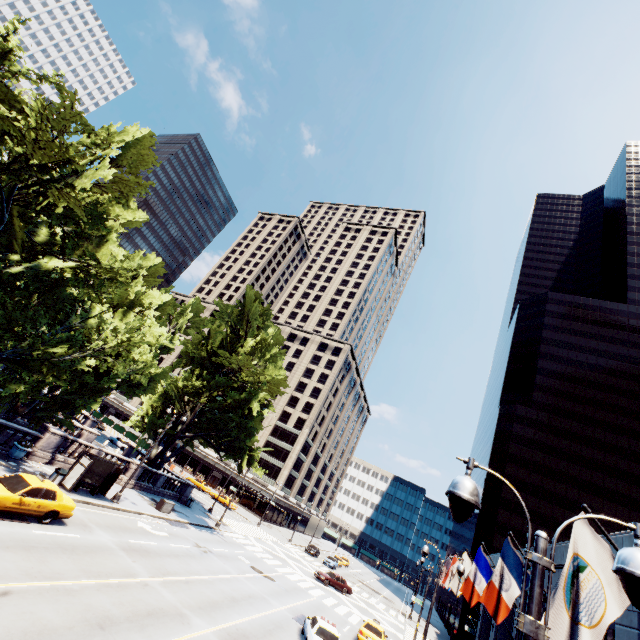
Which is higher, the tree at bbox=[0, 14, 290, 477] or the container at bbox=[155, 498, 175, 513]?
the tree at bbox=[0, 14, 290, 477]

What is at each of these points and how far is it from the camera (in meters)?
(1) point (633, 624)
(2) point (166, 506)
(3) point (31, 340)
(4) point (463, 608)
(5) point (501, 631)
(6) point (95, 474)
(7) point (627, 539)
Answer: (1) building, 9.07
(2) container, 28.45
(3) tree, 19.22
(4) building, 48.72
(5) building, 21.52
(6) bus stop, 22.61
(7) building, 9.94

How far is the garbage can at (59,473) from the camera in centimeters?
1983cm

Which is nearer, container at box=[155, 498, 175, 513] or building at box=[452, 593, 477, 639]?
→ container at box=[155, 498, 175, 513]

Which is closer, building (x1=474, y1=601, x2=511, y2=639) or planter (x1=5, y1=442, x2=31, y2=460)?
planter (x1=5, y1=442, x2=31, y2=460)

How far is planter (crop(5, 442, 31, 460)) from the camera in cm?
2036

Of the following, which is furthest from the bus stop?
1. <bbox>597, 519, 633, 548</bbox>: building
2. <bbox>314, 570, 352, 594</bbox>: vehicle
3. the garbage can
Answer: <bbox>314, 570, 352, 594</bbox>: vehicle

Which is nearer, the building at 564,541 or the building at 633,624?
the building at 633,624
